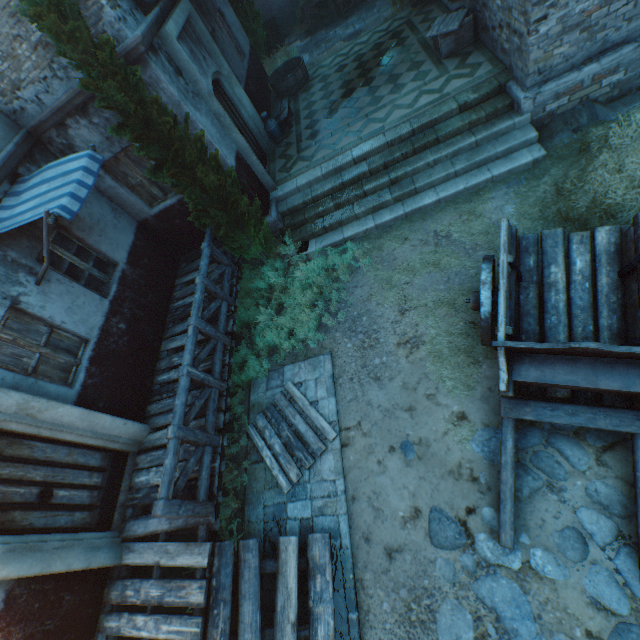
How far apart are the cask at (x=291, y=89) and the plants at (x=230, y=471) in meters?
11.5 m

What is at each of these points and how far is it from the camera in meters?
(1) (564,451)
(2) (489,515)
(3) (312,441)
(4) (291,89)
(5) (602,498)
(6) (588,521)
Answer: (1) ground stones, 4.2
(2) ground stones, 4.2
(3) pallet, 5.7
(4) cask, 10.9
(5) ground stones, 3.9
(6) ground stones, 3.8

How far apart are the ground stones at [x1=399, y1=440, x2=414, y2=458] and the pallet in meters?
1.1

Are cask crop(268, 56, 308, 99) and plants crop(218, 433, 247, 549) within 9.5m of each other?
no

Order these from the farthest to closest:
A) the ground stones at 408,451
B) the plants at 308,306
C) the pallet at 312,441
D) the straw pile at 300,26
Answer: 1. the straw pile at 300,26
2. the plants at 308,306
3. the pallet at 312,441
4. the ground stones at 408,451

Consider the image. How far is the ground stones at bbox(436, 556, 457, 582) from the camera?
4.1m

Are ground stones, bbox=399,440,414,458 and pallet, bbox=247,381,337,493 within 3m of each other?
yes

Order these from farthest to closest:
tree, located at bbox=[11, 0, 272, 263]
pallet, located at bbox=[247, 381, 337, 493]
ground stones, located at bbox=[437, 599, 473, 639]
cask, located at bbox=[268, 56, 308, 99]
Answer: cask, located at bbox=[268, 56, 308, 99]
pallet, located at bbox=[247, 381, 337, 493]
tree, located at bbox=[11, 0, 272, 263]
ground stones, located at bbox=[437, 599, 473, 639]
